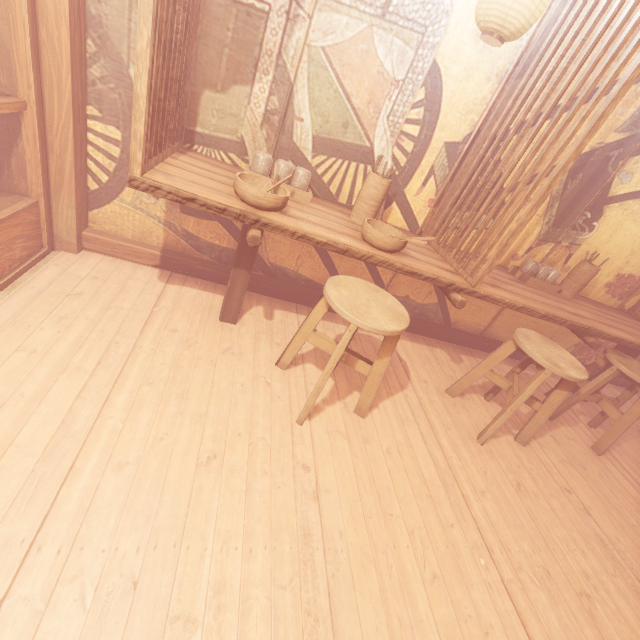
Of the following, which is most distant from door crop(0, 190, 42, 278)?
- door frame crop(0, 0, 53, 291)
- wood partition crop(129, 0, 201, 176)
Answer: wood partition crop(129, 0, 201, 176)

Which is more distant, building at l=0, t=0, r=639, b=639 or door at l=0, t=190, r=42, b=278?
door at l=0, t=190, r=42, b=278

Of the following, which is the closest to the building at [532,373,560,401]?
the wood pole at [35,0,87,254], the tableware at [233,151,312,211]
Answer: the wood pole at [35,0,87,254]

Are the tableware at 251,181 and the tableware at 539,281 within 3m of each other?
no

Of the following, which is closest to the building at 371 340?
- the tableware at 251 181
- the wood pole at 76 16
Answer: the wood pole at 76 16

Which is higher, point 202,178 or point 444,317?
point 202,178

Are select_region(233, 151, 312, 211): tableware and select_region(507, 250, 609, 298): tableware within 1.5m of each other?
no
